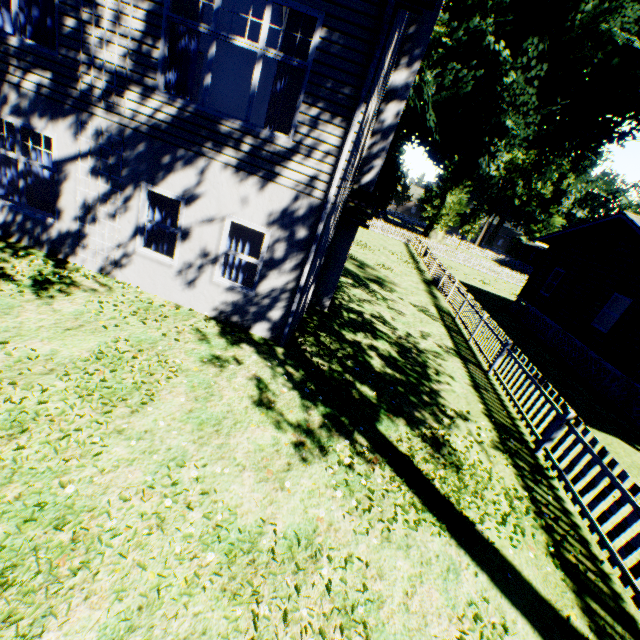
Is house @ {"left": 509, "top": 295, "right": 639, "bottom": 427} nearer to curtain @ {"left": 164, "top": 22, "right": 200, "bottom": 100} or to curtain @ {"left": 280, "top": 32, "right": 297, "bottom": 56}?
curtain @ {"left": 280, "top": 32, "right": 297, "bottom": 56}

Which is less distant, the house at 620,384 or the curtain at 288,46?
the curtain at 288,46

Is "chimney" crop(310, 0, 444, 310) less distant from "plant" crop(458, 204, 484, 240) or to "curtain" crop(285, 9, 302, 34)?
"curtain" crop(285, 9, 302, 34)

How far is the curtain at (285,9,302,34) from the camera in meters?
5.8

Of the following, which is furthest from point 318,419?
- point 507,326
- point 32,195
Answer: point 507,326

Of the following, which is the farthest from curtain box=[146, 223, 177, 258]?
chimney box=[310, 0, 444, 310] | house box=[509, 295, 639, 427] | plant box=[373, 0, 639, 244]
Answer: plant box=[373, 0, 639, 244]

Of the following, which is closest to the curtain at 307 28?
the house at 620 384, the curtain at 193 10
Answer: the curtain at 193 10

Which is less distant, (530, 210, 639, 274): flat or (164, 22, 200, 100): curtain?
(164, 22, 200, 100): curtain
